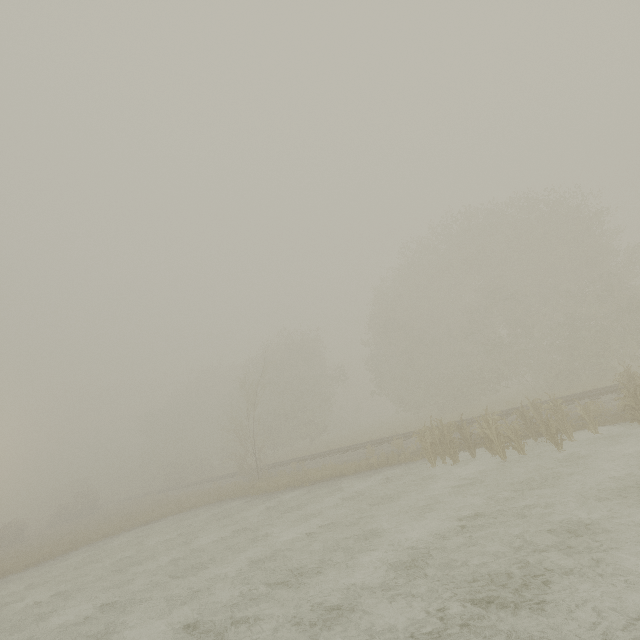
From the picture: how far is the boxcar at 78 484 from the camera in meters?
54.7 m

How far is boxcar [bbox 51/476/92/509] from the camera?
54.7 meters

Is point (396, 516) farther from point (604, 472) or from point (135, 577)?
point (135, 577)
